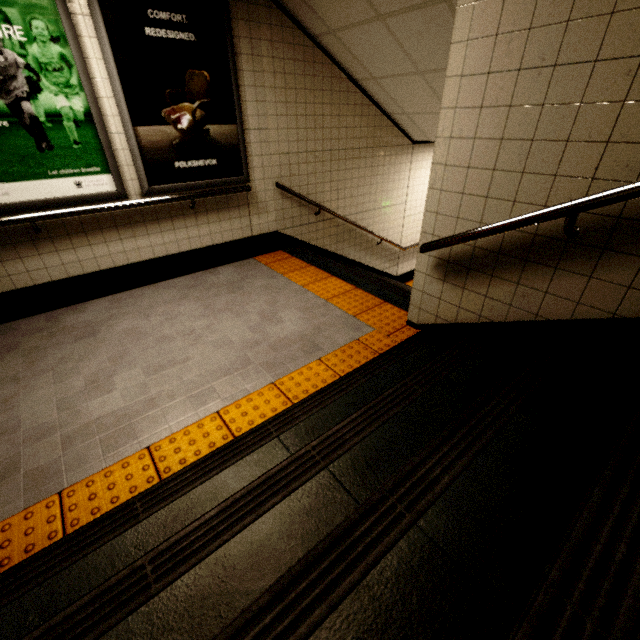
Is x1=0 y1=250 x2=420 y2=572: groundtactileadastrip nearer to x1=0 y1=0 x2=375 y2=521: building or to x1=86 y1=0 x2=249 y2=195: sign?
x1=0 y1=0 x2=375 y2=521: building

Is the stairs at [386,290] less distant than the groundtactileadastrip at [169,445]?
No

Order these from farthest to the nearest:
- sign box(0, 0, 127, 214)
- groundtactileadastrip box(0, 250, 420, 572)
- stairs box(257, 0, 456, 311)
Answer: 1. stairs box(257, 0, 456, 311)
2. sign box(0, 0, 127, 214)
3. groundtactileadastrip box(0, 250, 420, 572)

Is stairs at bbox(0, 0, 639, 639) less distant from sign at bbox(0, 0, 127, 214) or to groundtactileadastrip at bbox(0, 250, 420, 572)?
groundtactileadastrip at bbox(0, 250, 420, 572)

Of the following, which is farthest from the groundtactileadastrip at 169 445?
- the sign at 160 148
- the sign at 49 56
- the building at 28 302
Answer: the sign at 49 56

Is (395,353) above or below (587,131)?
below

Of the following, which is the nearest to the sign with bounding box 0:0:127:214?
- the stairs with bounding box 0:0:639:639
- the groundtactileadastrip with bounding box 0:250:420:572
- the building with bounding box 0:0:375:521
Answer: the building with bounding box 0:0:375:521

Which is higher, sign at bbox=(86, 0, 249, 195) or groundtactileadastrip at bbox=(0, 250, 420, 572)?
sign at bbox=(86, 0, 249, 195)
